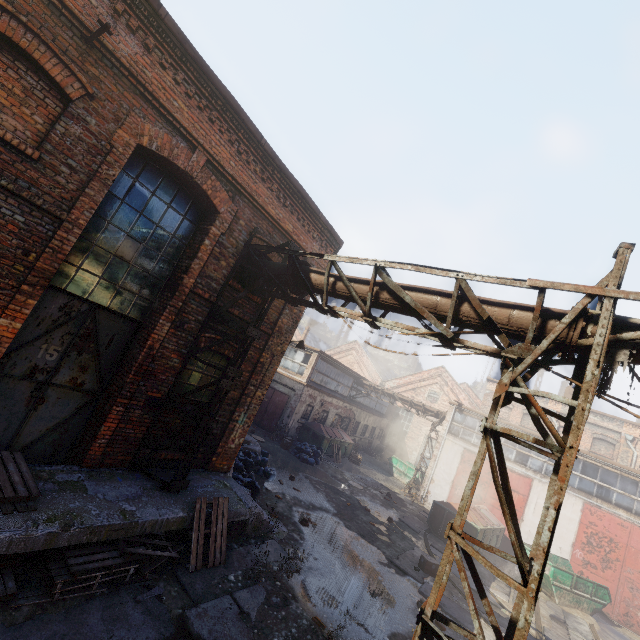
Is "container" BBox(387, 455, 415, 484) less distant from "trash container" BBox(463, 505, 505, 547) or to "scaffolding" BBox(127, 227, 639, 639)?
"trash container" BBox(463, 505, 505, 547)

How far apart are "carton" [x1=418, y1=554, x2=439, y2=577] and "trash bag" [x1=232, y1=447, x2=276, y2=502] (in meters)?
5.78

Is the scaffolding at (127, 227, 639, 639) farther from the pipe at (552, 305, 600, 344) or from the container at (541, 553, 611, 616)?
the container at (541, 553, 611, 616)

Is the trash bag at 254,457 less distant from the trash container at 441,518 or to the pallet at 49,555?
the pallet at 49,555

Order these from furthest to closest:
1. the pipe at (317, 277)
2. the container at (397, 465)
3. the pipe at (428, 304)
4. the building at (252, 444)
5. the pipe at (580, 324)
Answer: the container at (397, 465), the building at (252, 444), the pipe at (317, 277), the pipe at (428, 304), the pipe at (580, 324)

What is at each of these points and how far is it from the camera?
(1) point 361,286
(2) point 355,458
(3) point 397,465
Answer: (1) pipe, 5.9m
(2) pallet, 23.5m
(3) container, 25.8m

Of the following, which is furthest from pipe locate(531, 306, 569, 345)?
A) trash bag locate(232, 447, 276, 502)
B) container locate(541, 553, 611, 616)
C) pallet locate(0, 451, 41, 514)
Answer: container locate(541, 553, 611, 616)

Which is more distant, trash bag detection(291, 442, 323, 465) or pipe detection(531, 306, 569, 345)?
trash bag detection(291, 442, 323, 465)
